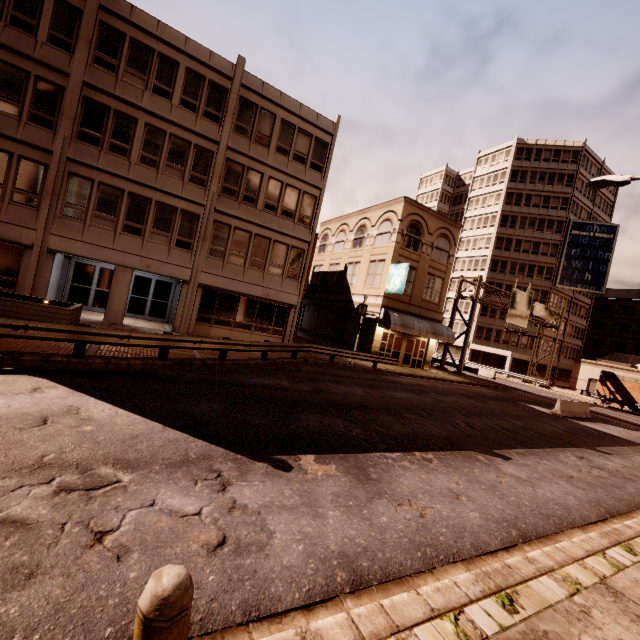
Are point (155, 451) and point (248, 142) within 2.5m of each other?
no

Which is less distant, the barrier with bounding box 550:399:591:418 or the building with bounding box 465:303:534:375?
the barrier with bounding box 550:399:591:418

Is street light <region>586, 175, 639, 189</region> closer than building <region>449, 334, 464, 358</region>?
Yes

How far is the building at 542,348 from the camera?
50.4 meters

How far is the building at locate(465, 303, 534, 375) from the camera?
50.6 meters

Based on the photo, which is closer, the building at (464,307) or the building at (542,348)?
the building at (542,348)

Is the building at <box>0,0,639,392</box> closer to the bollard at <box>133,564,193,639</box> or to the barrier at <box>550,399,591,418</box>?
the barrier at <box>550,399,591,418</box>

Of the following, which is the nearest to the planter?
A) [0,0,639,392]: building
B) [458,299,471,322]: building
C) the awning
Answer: [0,0,639,392]: building
